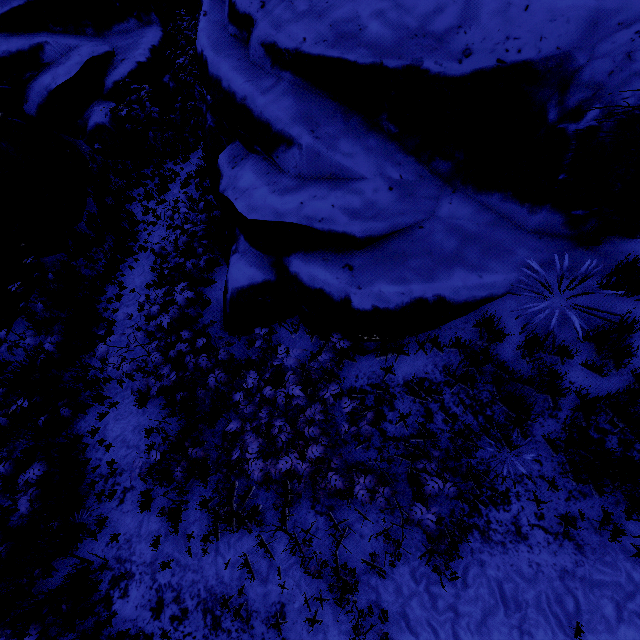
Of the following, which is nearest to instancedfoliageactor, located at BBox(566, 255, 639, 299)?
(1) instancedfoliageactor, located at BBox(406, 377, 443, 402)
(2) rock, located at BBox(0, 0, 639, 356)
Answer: (2) rock, located at BBox(0, 0, 639, 356)

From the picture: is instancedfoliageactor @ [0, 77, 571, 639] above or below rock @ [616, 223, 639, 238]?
below

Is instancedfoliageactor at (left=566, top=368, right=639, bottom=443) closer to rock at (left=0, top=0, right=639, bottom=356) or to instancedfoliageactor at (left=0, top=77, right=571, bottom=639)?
rock at (left=0, top=0, right=639, bottom=356)

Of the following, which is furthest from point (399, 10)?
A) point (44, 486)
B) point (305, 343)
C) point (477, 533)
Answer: point (44, 486)

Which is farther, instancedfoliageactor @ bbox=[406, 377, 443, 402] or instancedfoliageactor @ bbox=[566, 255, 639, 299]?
→ instancedfoliageactor @ bbox=[406, 377, 443, 402]

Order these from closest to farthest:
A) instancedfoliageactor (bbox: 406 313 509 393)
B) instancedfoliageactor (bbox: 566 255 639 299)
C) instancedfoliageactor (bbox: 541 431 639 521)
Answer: instancedfoliageactor (bbox: 566 255 639 299) → instancedfoliageactor (bbox: 541 431 639 521) → instancedfoliageactor (bbox: 406 313 509 393)

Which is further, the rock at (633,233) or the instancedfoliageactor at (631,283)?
the rock at (633,233)

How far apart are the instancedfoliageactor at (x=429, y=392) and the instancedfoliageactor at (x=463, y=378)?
0.5m
